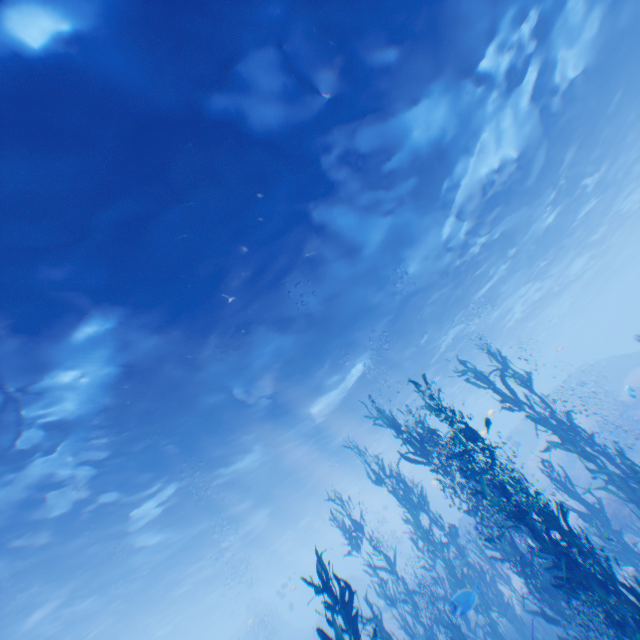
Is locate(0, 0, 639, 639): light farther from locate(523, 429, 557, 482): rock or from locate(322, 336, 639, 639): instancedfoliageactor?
locate(322, 336, 639, 639): instancedfoliageactor

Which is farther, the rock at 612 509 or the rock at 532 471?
the rock at 532 471

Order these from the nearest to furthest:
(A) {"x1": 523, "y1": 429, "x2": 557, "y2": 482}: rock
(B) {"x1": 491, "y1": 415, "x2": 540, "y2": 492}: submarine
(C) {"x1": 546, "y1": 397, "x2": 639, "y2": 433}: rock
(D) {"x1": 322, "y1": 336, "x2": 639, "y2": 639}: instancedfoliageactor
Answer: (D) {"x1": 322, "y1": 336, "x2": 639, "y2": 639}: instancedfoliageactor
(C) {"x1": 546, "y1": 397, "x2": 639, "y2": 433}: rock
(A) {"x1": 523, "y1": 429, "x2": 557, "y2": 482}: rock
(B) {"x1": 491, "y1": 415, "x2": 540, "y2": 492}: submarine

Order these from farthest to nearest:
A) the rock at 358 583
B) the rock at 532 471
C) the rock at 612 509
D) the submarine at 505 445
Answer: the submarine at 505 445 → the rock at 358 583 → the rock at 532 471 → the rock at 612 509

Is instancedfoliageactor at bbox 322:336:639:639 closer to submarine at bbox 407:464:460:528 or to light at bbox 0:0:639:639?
submarine at bbox 407:464:460:528

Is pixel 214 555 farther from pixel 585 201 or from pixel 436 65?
pixel 585 201

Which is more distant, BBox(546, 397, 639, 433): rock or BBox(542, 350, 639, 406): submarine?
BBox(542, 350, 639, 406): submarine
